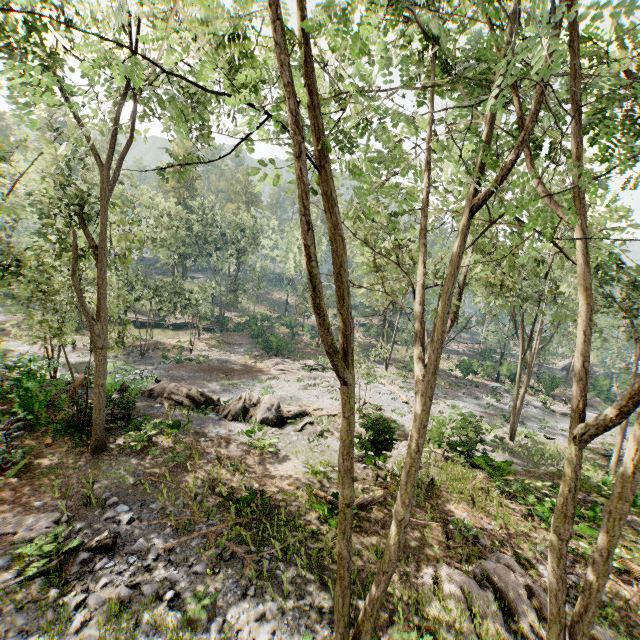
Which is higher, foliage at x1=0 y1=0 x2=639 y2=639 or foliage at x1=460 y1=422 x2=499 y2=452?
foliage at x1=0 y1=0 x2=639 y2=639

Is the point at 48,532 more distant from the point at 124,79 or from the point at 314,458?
the point at 124,79

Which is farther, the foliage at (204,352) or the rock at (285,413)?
the foliage at (204,352)

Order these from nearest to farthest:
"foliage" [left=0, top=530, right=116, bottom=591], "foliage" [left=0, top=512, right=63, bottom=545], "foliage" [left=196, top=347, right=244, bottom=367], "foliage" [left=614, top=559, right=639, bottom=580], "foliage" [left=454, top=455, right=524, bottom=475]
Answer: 1. "foliage" [left=0, top=530, right=116, bottom=591]
2. "foliage" [left=0, top=512, right=63, bottom=545]
3. "foliage" [left=614, top=559, right=639, bottom=580]
4. "foliage" [left=454, top=455, right=524, bottom=475]
5. "foliage" [left=196, top=347, right=244, bottom=367]

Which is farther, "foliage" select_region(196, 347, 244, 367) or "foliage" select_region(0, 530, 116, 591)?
"foliage" select_region(196, 347, 244, 367)

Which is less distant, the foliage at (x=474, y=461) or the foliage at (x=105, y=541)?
the foliage at (x=105, y=541)
